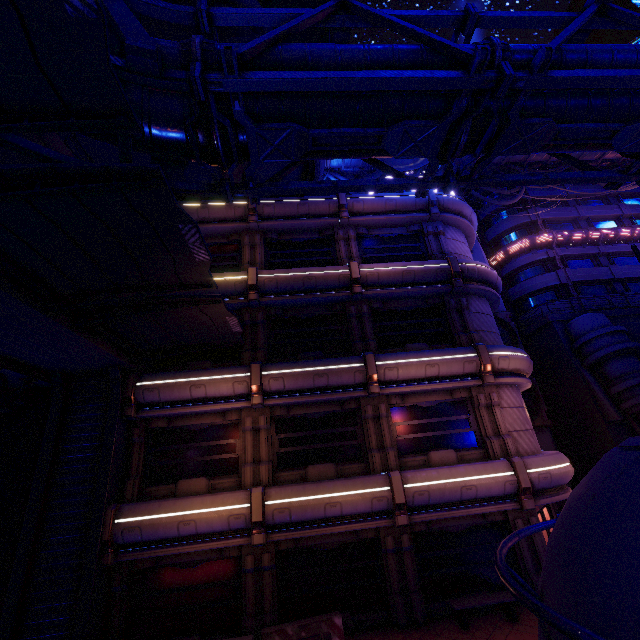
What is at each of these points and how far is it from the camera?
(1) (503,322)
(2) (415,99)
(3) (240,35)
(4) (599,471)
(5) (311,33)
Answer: (1) vent, 24.2m
(2) pipe, 6.4m
(3) building, 17.9m
(4) pod, 4.2m
(5) building, 40.8m

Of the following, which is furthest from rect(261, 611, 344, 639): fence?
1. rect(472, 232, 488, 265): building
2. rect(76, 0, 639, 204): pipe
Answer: rect(472, 232, 488, 265): building

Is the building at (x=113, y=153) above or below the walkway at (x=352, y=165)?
below

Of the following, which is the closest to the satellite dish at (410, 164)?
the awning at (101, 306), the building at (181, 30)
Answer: the building at (181, 30)

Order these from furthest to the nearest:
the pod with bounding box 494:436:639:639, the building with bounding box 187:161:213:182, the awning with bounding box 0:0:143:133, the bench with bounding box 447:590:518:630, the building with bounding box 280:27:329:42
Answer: the building with bounding box 280:27:329:42, the building with bounding box 187:161:213:182, the bench with bounding box 447:590:518:630, the awning with bounding box 0:0:143:133, the pod with bounding box 494:436:639:639

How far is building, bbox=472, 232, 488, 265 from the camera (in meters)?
27.39

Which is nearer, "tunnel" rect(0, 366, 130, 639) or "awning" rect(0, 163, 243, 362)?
"awning" rect(0, 163, 243, 362)

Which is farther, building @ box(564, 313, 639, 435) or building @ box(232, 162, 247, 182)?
building @ box(564, 313, 639, 435)
